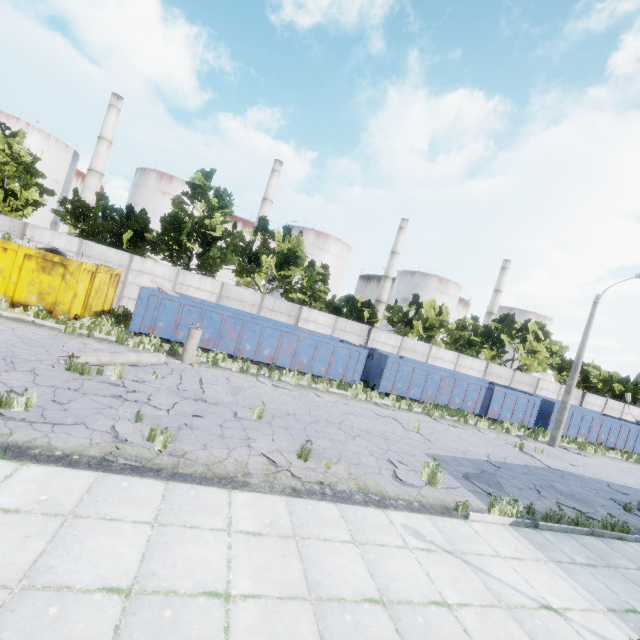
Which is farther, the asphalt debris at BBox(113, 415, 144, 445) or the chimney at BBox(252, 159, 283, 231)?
the chimney at BBox(252, 159, 283, 231)

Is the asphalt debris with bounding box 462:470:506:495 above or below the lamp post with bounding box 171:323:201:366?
below

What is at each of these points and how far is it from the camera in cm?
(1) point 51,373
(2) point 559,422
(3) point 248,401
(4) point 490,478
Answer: (1) asphalt debris, 795
(2) lamp post, 1802
(3) asphalt debris, 1029
(4) asphalt debris, 951

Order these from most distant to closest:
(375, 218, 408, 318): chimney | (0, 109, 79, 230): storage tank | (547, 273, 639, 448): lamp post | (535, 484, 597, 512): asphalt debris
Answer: (375, 218, 408, 318): chimney → (0, 109, 79, 230): storage tank → (547, 273, 639, 448): lamp post → (535, 484, 597, 512): asphalt debris

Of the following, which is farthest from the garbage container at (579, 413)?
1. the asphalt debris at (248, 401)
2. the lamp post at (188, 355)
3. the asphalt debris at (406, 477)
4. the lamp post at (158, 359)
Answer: the lamp post at (158, 359)

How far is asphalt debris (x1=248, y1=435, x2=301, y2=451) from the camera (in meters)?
7.34

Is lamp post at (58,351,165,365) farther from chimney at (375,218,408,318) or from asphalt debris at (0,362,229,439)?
chimney at (375,218,408,318)

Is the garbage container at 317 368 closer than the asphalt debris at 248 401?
No
